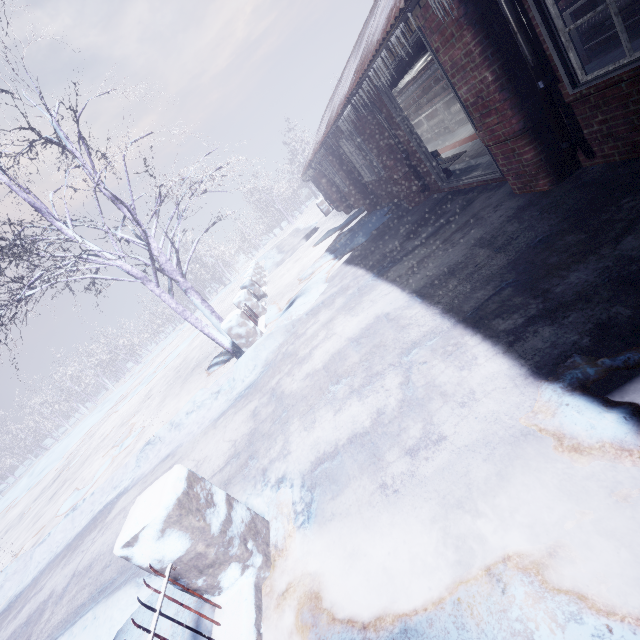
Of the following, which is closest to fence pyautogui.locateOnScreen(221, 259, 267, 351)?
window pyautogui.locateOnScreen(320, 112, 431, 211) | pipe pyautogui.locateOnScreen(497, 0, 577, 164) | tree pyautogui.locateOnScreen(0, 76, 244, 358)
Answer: tree pyautogui.locateOnScreen(0, 76, 244, 358)

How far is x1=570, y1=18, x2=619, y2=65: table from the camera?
4.7 meters

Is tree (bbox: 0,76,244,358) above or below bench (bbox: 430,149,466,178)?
above

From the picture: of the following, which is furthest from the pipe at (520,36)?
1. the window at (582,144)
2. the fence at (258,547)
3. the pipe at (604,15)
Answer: the fence at (258,547)

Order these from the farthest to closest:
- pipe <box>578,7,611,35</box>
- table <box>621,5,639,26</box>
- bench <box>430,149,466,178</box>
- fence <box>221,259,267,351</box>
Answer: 1. fence <box>221,259,267,351</box>
2. bench <box>430,149,466,178</box>
3. pipe <box>578,7,611,35</box>
4. table <box>621,5,639,26</box>

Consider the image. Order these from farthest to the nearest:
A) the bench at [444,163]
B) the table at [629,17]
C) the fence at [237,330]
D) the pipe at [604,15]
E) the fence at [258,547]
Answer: the fence at [237,330] → the bench at [444,163] → the pipe at [604,15] → the table at [629,17] → the fence at [258,547]

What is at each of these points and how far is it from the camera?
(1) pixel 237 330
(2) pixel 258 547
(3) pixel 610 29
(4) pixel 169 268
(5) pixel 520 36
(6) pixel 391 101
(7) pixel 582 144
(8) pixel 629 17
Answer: (1) fence, 6.3 meters
(2) fence, 2.2 meters
(3) table, 4.7 meters
(4) tree, 6.9 meters
(5) pipe, 2.7 meters
(6) door, 5.2 meters
(7) window, 3.0 meters
(8) table, 4.5 meters

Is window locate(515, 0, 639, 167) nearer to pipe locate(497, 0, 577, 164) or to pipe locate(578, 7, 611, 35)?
pipe locate(497, 0, 577, 164)
